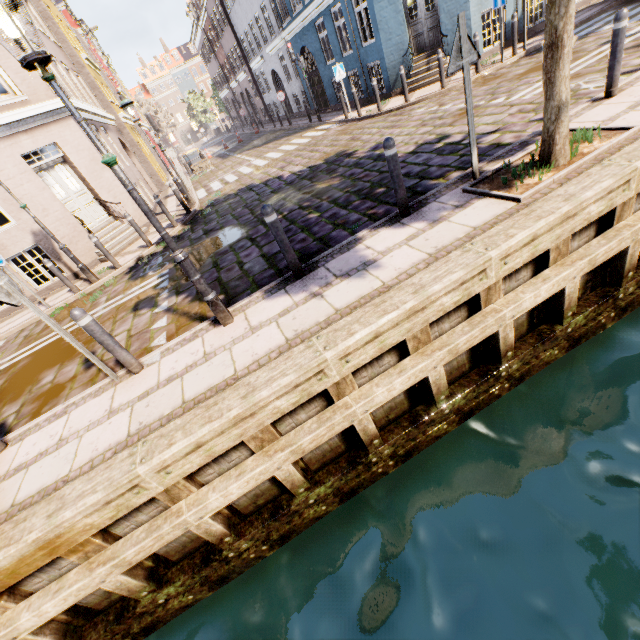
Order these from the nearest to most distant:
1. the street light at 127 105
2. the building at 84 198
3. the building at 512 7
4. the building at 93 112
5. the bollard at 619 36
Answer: the bollard at 619 36, the building at 84 198, the street light at 127 105, the building at 512 7, the building at 93 112

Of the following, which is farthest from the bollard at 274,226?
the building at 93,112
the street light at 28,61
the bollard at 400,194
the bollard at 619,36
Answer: the building at 93,112

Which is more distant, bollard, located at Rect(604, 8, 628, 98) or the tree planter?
bollard, located at Rect(604, 8, 628, 98)

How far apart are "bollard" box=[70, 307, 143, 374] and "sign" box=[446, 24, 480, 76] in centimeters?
537cm

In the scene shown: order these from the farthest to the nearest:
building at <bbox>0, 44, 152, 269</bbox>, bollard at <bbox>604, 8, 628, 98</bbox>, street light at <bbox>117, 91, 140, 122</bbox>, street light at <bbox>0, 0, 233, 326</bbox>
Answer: street light at <bbox>117, 91, 140, 122</bbox> → building at <bbox>0, 44, 152, 269</bbox> → bollard at <bbox>604, 8, 628, 98</bbox> → street light at <bbox>0, 0, 233, 326</bbox>

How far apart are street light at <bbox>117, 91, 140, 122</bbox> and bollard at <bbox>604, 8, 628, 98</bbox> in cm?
1180

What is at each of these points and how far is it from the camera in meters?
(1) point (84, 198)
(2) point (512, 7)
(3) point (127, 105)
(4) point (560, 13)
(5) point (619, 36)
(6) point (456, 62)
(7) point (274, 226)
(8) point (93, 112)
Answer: (1) building, 10.9
(2) building, 11.8
(3) street light, 10.1
(4) tree, 3.4
(5) bollard, 4.8
(6) sign, 4.0
(7) bollard, 4.2
(8) building, 13.2

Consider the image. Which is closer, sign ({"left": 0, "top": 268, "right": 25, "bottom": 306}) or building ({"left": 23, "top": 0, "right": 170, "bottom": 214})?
sign ({"left": 0, "top": 268, "right": 25, "bottom": 306})
